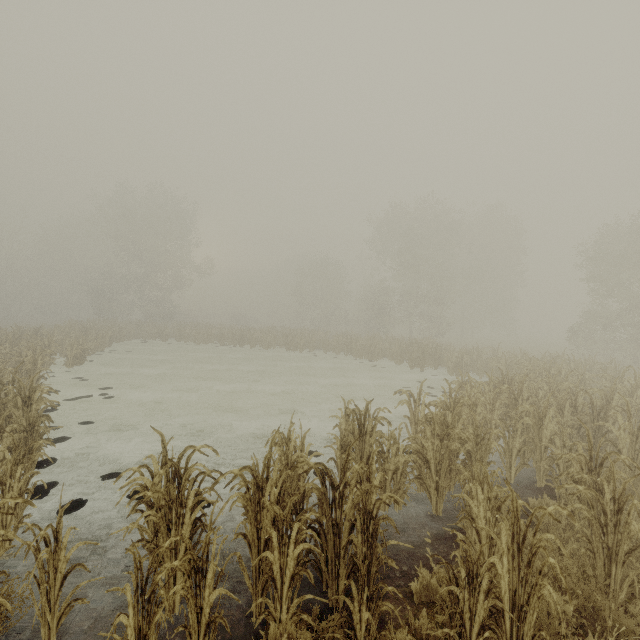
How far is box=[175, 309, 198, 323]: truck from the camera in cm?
5619

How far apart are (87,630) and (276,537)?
2.36m

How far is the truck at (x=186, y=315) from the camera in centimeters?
5619cm
